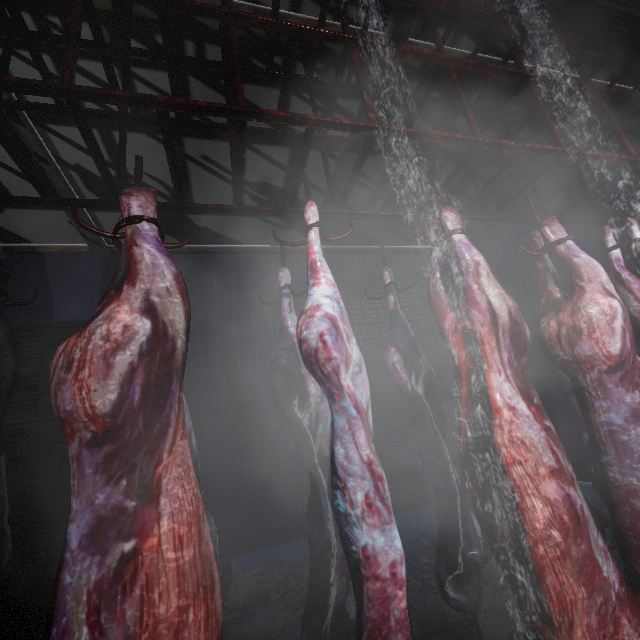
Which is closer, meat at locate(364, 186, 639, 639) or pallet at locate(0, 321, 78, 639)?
meat at locate(364, 186, 639, 639)

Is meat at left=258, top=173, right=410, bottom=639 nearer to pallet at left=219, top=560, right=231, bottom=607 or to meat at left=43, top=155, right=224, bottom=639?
meat at left=43, top=155, right=224, bottom=639

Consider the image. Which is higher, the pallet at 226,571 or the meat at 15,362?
the meat at 15,362

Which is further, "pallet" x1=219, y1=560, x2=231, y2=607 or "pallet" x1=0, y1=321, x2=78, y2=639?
→ "pallet" x1=219, y1=560, x2=231, y2=607

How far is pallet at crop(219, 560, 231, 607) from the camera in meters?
2.8 m

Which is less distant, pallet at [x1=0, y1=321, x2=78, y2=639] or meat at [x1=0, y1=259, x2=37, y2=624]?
meat at [x1=0, y1=259, x2=37, y2=624]

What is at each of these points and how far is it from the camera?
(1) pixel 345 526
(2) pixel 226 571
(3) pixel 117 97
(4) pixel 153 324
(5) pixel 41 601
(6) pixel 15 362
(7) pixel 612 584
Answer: (1) meat, 0.94m
(2) pallet, 2.93m
(3) rig, 0.98m
(4) meat, 0.83m
(5) pallet, 2.21m
(6) meat, 1.24m
(7) meat, 0.97m

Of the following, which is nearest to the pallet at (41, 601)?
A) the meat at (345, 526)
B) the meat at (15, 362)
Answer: the meat at (15, 362)
